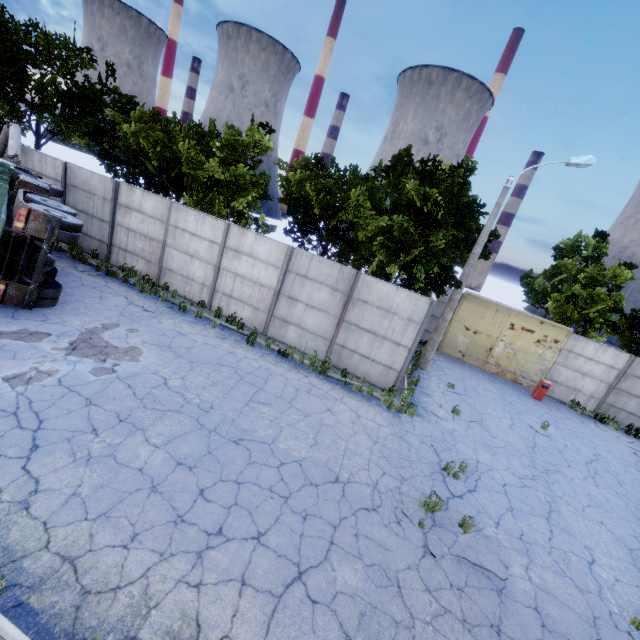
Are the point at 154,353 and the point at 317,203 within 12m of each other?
yes

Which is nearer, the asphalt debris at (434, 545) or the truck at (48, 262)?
the asphalt debris at (434, 545)

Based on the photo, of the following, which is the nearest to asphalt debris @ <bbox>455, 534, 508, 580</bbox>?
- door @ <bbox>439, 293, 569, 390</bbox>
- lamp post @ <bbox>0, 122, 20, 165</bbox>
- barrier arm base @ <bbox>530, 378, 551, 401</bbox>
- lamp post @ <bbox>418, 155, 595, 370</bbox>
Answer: lamp post @ <bbox>418, 155, 595, 370</bbox>

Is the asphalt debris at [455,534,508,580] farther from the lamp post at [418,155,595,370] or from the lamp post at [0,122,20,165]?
the lamp post at [0,122,20,165]

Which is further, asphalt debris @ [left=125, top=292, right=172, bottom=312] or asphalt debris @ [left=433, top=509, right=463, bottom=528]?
asphalt debris @ [left=125, top=292, right=172, bottom=312]

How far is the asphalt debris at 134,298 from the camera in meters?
11.7 m

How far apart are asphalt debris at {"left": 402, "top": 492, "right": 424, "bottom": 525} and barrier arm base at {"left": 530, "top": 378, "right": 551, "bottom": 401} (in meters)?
12.29

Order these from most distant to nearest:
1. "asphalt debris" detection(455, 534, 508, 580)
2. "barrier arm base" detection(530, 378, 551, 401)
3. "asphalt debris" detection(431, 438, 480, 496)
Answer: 1. "barrier arm base" detection(530, 378, 551, 401)
2. "asphalt debris" detection(431, 438, 480, 496)
3. "asphalt debris" detection(455, 534, 508, 580)
